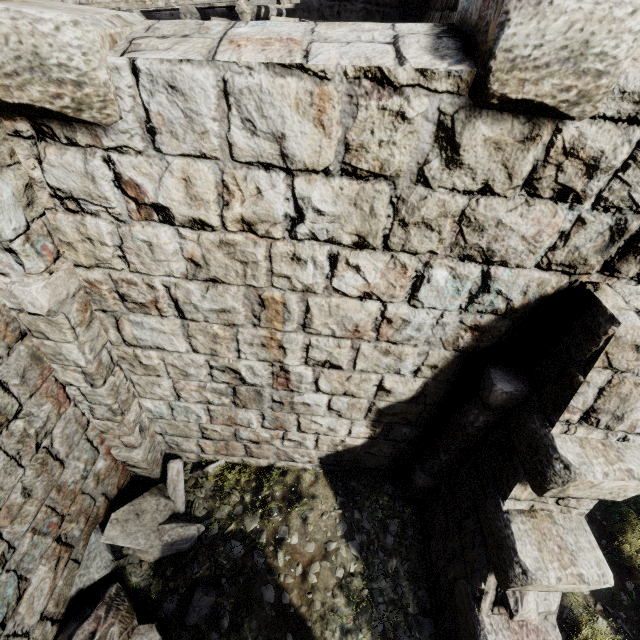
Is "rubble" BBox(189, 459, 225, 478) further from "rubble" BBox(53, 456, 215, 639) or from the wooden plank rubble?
the wooden plank rubble

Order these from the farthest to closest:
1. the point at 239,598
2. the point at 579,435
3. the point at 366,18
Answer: the point at 366,18 < the point at 239,598 < the point at 579,435

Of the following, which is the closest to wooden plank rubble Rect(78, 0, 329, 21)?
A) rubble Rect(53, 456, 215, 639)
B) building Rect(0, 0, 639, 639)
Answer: building Rect(0, 0, 639, 639)

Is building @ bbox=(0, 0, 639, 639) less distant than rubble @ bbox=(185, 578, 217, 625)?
Yes

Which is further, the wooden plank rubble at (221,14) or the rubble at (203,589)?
the wooden plank rubble at (221,14)

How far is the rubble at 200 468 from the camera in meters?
4.9

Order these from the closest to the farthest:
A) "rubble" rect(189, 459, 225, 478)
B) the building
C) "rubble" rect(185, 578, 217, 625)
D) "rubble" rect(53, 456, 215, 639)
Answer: the building, "rubble" rect(53, 456, 215, 639), "rubble" rect(185, 578, 217, 625), "rubble" rect(189, 459, 225, 478)

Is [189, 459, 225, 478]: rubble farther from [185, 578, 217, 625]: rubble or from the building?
the building
